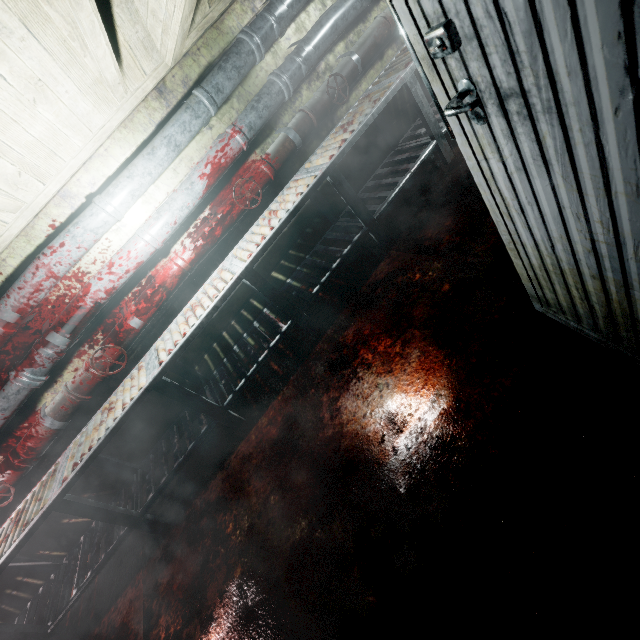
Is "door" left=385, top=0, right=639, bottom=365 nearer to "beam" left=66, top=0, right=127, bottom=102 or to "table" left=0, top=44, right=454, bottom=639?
"beam" left=66, top=0, right=127, bottom=102

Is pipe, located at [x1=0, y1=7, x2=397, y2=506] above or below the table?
above

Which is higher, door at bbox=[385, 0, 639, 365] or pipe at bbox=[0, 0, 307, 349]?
pipe at bbox=[0, 0, 307, 349]

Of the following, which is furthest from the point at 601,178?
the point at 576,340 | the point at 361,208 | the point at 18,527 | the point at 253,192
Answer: the point at 18,527

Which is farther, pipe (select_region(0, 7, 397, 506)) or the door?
pipe (select_region(0, 7, 397, 506))

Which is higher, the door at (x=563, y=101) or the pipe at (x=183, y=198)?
the pipe at (x=183, y=198)

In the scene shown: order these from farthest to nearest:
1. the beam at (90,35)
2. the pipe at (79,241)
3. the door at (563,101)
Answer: the pipe at (79,241), the beam at (90,35), the door at (563,101)

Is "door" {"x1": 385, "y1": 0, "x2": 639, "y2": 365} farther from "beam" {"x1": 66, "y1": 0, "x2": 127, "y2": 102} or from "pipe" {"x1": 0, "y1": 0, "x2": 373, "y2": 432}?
"pipe" {"x1": 0, "y1": 0, "x2": 373, "y2": 432}
